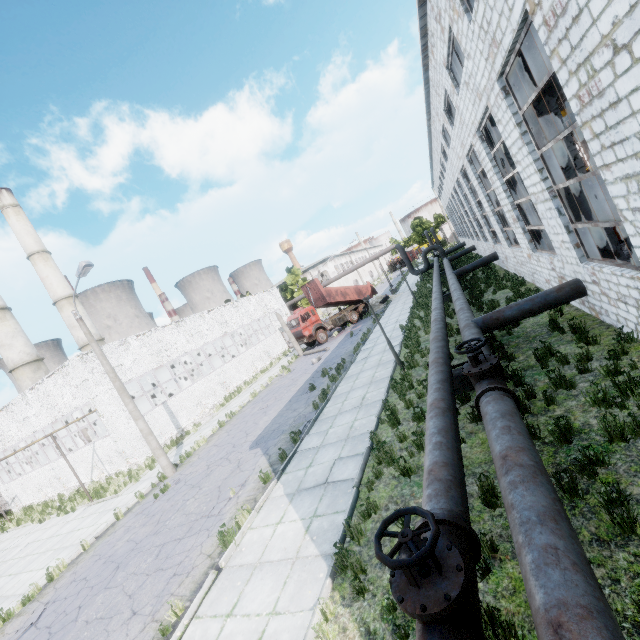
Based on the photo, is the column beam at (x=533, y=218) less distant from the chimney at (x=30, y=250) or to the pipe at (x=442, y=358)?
the pipe at (x=442, y=358)

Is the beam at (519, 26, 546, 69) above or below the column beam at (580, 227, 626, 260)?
above

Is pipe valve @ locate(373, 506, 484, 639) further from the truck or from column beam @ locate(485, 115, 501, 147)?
the truck

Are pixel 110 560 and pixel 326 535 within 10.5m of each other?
yes

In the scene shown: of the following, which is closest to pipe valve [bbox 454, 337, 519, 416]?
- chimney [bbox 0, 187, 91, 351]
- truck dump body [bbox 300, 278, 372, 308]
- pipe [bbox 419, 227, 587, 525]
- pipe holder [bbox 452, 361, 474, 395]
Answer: pipe [bbox 419, 227, 587, 525]

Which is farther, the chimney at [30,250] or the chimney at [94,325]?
the chimney at [94,325]

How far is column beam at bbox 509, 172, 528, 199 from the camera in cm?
1254

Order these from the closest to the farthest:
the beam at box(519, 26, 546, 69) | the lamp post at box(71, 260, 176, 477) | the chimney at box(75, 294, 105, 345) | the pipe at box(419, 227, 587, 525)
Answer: the pipe at box(419, 227, 587, 525) < the beam at box(519, 26, 546, 69) < the lamp post at box(71, 260, 176, 477) < the chimney at box(75, 294, 105, 345)
